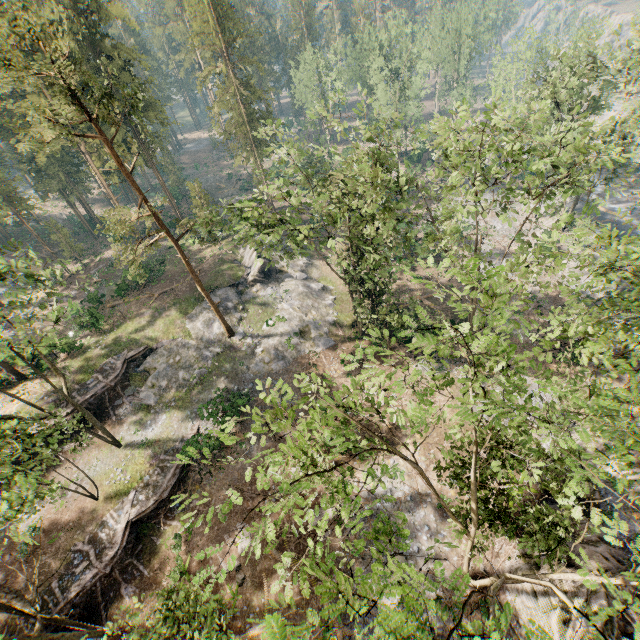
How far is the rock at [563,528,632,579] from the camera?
16.4m

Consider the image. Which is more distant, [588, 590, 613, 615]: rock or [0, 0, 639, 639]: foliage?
[588, 590, 613, 615]: rock

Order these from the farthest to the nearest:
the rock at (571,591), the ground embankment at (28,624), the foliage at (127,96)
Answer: the ground embankment at (28,624) < the rock at (571,591) < the foliage at (127,96)

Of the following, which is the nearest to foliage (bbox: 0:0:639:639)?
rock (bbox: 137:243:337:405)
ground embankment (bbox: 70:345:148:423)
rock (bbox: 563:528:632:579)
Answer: rock (bbox: 137:243:337:405)

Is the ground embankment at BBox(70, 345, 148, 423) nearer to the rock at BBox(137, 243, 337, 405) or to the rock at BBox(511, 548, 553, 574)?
the rock at BBox(137, 243, 337, 405)

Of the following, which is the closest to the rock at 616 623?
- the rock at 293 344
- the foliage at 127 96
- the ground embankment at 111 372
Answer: the foliage at 127 96

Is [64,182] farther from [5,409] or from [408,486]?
[408,486]

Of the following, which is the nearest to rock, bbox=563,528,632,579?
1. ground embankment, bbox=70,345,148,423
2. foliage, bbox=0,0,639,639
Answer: foliage, bbox=0,0,639,639
